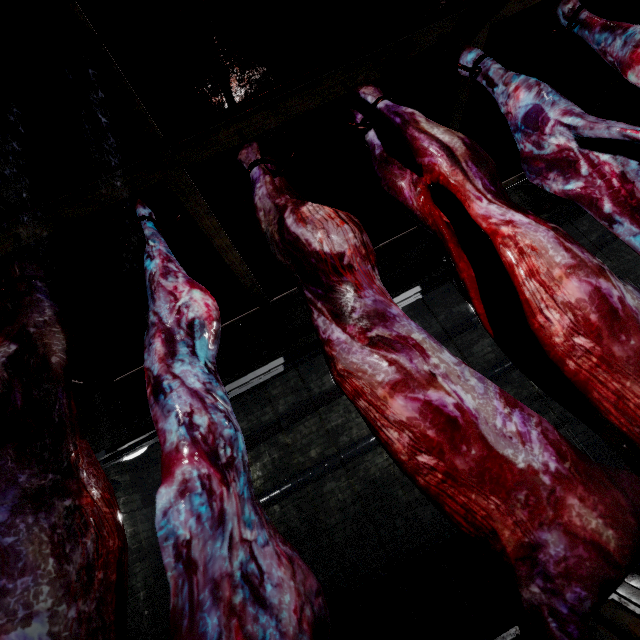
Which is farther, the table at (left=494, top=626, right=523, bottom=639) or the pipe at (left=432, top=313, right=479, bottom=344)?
the pipe at (left=432, top=313, right=479, bottom=344)

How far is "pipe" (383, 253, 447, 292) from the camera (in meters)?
5.41

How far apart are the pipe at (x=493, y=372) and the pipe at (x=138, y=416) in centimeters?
171cm

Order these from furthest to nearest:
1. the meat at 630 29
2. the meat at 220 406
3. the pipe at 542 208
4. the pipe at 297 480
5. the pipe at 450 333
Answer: the pipe at 542 208 < the pipe at 450 333 < the pipe at 297 480 < the meat at 630 29 < the meat at 220 406

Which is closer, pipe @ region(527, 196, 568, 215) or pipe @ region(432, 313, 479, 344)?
pipe @ region(432, 313, 479, 344)

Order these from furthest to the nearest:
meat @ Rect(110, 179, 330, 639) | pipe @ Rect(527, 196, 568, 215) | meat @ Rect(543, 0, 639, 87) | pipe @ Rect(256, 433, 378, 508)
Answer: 1. pipe @ Rect(527, 196, 568, 215)
2. pipe @ Rect(256, 433, 378, 508)
3. meat @ Rect(543, 0, 639, 87)
4. meat @ Rect(110, 179, 330, 639)

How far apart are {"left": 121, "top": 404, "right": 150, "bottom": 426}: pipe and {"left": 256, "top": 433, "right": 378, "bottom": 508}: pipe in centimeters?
171cm

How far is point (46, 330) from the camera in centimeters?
110cm
